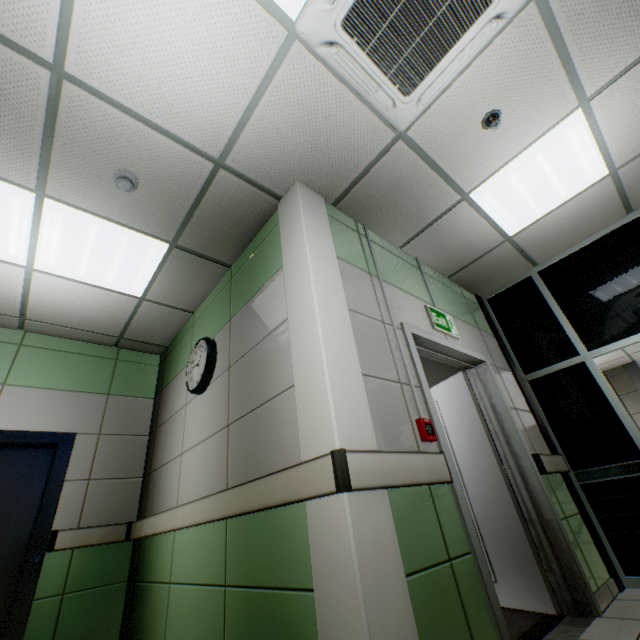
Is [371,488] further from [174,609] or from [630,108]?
[630,108]

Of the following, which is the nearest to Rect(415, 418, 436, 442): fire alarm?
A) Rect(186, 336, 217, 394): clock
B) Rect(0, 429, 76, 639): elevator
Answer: Rect(186, 336, 217, 394): clock

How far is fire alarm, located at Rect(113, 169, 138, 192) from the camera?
2.4 meters

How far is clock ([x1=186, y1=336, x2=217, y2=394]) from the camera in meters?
3.0

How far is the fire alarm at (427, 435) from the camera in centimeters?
206cm

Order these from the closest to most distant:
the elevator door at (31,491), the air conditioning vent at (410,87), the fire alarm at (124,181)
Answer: the air conditioning vent at (410,87)
the fire alarm at (124,181)
the elevator door at (31,491)

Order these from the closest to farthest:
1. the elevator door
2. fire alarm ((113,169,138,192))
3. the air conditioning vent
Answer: the air conditioning vent → fire alarm ((113,169,138,192)) → the elevator door

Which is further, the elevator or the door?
the elevator
